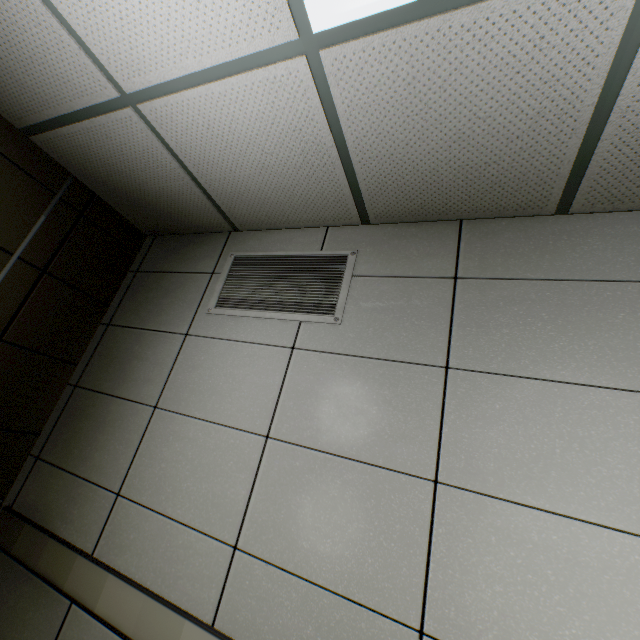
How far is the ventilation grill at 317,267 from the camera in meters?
1.9 m

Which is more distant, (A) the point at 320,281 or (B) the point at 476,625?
(A) the point at 320,281

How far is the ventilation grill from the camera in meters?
1.9
